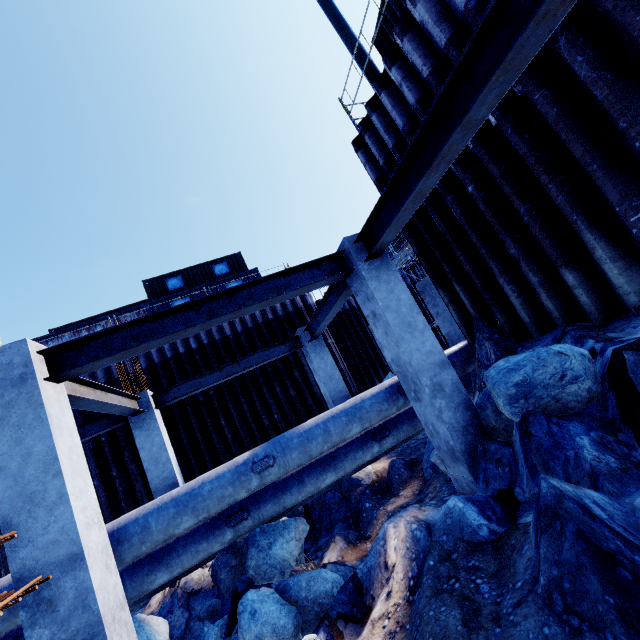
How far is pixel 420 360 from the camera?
4.8m

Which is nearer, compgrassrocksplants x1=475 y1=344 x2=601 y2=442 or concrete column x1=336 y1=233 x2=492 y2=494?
compgrassrocksplants x1=475 y1=344 x2=601 y2=442

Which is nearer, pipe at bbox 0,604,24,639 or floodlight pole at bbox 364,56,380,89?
pipe at bbox 0,604,24,639

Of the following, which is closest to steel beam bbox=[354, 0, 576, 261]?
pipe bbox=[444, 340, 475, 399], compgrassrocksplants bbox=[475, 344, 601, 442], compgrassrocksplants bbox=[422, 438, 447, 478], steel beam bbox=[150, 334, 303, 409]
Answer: compgrassrocksplants bbox=[475, 344, 601, 442]

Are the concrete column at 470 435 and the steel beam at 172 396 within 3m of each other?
no

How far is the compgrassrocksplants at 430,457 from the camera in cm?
539

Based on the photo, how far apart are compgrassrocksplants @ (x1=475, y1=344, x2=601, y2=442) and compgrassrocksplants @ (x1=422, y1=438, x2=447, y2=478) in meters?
1.8 m

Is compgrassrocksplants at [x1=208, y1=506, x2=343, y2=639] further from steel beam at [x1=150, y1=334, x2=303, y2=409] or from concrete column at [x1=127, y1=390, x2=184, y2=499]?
steel beam at [x1=150, y1=334, x2=303, y2=409]
